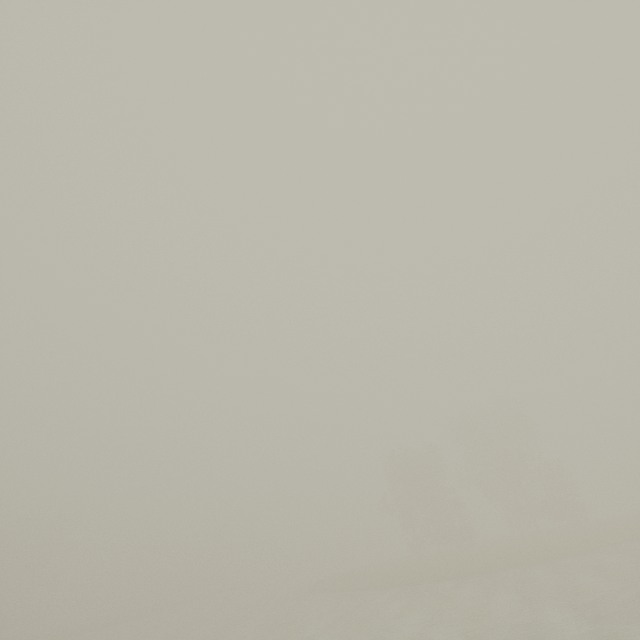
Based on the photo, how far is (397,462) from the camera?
43.34m
